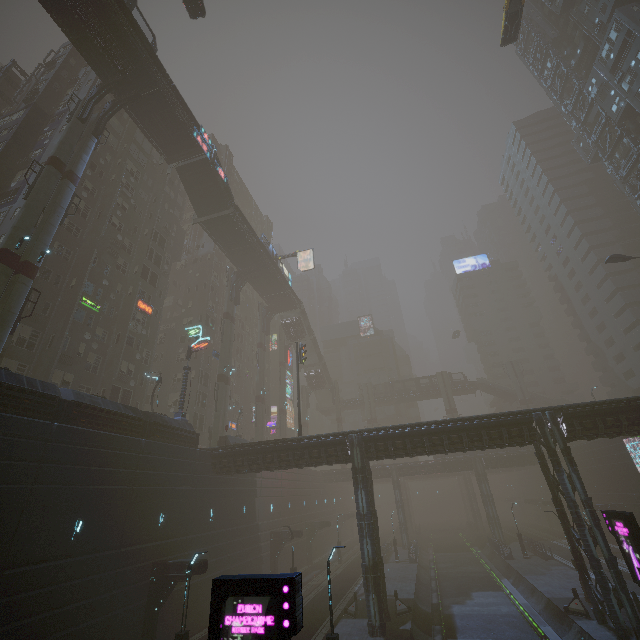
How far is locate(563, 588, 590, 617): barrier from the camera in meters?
20.6 m

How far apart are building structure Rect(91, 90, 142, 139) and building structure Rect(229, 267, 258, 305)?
22.3m

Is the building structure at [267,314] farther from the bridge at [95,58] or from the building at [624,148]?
the bridge at [95,58]

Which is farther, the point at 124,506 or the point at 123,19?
the point at 123,19

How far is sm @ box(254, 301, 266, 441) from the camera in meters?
47.2

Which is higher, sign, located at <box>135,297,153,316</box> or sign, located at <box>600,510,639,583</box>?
sign, located at <box>135,297,153,316</box>

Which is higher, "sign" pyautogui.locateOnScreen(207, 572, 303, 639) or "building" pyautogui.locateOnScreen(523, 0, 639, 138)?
"building" pyautogui.locateOnScreen(523, 0, 639, 138)

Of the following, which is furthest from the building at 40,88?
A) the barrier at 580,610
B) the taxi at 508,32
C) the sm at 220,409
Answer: the taxi at 508,32
